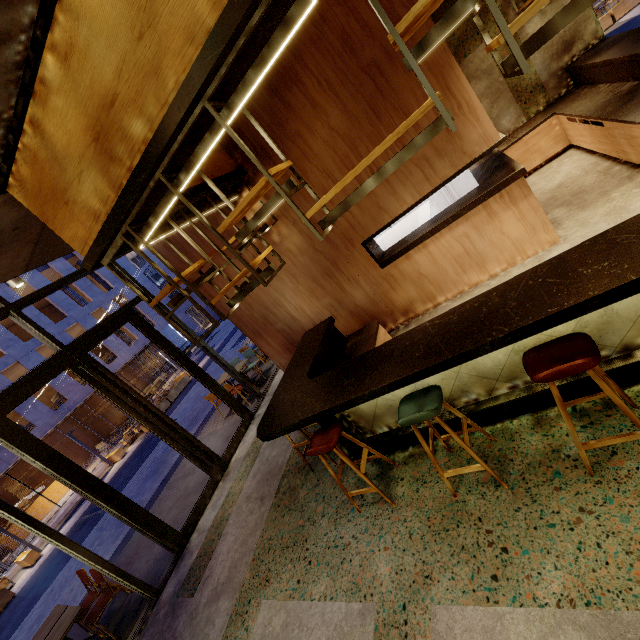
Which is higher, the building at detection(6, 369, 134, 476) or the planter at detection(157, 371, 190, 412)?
the building at detection(6, 369, 134, 476)

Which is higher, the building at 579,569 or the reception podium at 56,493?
the reception podium at 56,493

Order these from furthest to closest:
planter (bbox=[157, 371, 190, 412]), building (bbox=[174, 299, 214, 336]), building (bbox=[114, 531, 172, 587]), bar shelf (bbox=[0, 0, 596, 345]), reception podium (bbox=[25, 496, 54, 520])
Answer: building (bbox=[174, 299, 214, 336]) → reception podium (bbox=[25, 496, 54, 520]) → planter (bbox=[157, 371, 190, 412]) → building (bbox=[114, 531, 172, 587]) → bar shelf (bbox=[0, 0, 596, 345])

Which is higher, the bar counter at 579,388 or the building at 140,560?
the bar counter at 579,388

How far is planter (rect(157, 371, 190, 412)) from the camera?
19.0m

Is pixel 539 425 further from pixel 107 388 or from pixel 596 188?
pixel 107 388

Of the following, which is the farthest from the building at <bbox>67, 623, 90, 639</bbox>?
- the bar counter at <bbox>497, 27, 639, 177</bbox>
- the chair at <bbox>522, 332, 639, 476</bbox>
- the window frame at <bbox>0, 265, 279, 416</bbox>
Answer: the chair at <bbox>522, 332, 639, 476</bbox>

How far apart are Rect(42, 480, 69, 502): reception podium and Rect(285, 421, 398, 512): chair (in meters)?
25.88
